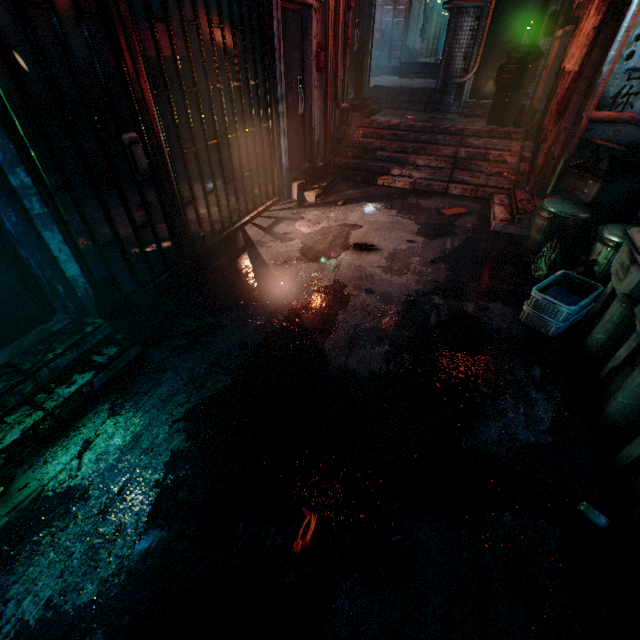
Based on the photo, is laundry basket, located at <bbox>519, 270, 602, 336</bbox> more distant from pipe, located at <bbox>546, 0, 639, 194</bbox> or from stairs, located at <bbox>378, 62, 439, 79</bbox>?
stairs, located at <bbox>378, 62, 439, 79</bbox>

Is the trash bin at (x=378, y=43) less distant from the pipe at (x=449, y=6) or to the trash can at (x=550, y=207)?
the pipe at (x=449, y=6)

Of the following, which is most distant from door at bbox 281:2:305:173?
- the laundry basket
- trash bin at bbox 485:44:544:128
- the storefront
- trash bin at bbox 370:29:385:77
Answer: trash bin at bbox 370:29:385:77

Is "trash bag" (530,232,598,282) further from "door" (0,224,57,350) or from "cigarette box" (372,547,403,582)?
"door" (0,224,57,350)

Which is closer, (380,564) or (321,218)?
(380,564)

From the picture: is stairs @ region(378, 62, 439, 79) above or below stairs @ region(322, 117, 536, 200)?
above

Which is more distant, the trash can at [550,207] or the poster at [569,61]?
the poster at [569,61]

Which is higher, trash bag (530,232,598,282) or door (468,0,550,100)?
door (468,0,550,100)
